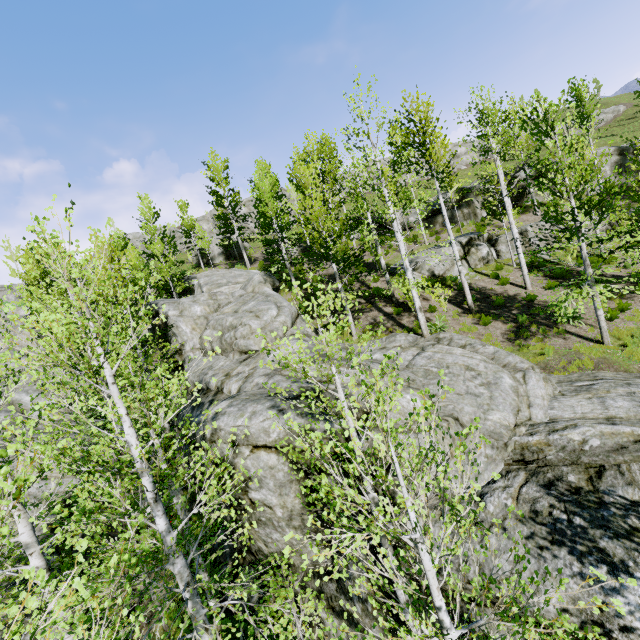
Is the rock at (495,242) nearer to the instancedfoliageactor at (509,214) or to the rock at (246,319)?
the instancedfoliageactor at (509,214)

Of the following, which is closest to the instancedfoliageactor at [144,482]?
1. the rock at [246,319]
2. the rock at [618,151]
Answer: the rock at [246,319]

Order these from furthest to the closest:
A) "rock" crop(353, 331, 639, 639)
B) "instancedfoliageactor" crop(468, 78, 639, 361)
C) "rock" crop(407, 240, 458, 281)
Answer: "rock" crop(407, 240, 458, 281) → "instancedfoliageactor" crop(468, 78, 639, 361) → "rock" crop(353, 331, 639, 639)

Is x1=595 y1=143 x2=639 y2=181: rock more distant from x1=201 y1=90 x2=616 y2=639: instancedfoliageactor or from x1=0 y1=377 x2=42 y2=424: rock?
x1=0 y1=377 x2=42 y2=424: rock

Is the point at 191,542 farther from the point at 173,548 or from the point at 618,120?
the point at 618,120

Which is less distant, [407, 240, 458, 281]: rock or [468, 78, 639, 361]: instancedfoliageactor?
[468, 78, 639, 361]: instancedfoliageactor

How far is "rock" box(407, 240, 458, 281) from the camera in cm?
1910

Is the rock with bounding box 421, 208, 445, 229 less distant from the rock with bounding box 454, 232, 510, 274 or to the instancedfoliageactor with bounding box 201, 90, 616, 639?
the rock with bounding box 454, 232, 510, 274
